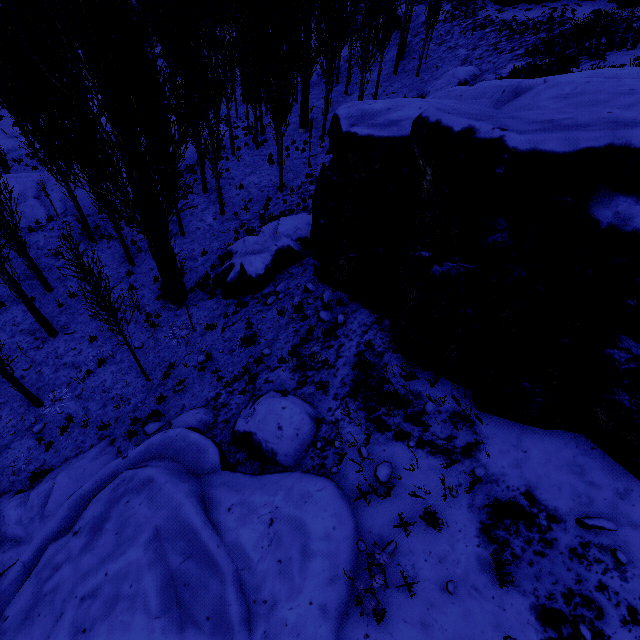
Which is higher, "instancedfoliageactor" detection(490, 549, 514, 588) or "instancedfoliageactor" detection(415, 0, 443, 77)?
"instancedfoliageactor" detection(415, 0, 443, 77)

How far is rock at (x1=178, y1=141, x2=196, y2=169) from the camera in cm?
1982

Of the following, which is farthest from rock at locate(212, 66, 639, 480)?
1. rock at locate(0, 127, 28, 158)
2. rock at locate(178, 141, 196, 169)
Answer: rock at locate(178, 141, 196, 169)

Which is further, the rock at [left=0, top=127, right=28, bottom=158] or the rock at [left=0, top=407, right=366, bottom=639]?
the rock at [left=0, top=127, right=28, bottom=158]

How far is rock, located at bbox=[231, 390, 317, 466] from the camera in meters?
6.4 m

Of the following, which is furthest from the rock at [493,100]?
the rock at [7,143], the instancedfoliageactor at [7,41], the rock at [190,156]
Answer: the rock at [190,156]

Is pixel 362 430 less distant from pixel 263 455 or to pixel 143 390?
pixel 263 455

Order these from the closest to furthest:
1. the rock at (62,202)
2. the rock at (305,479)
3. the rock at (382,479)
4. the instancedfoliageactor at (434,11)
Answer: the rock at (305,479) < the rock at (382,479) < the rock at (62,202) < the instancedfoliageactor at (434,11)
